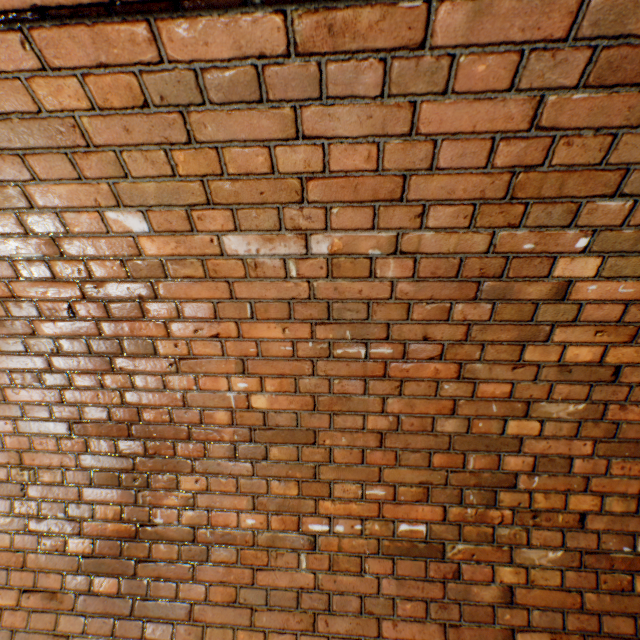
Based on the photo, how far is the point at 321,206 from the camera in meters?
1.0
